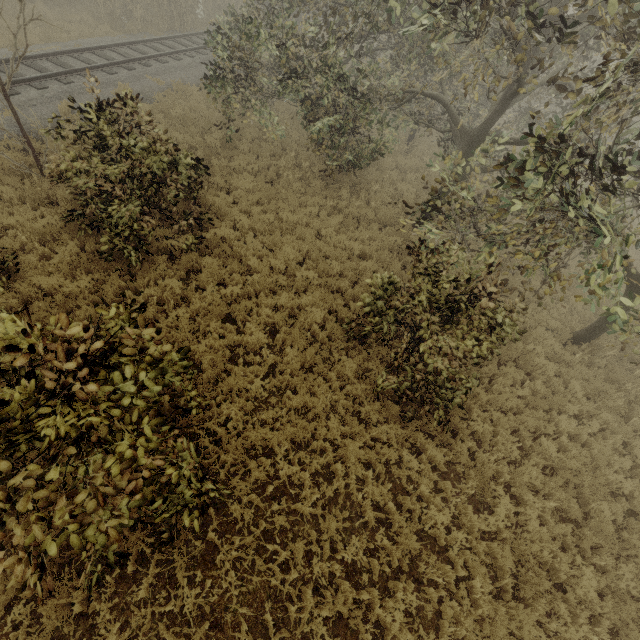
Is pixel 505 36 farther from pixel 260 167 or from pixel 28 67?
pixel 28 67

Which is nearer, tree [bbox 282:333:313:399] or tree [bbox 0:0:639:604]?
tree [bbox 0:0:639:604]

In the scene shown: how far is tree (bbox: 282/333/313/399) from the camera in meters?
7.2 m

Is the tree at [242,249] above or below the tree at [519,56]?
below
